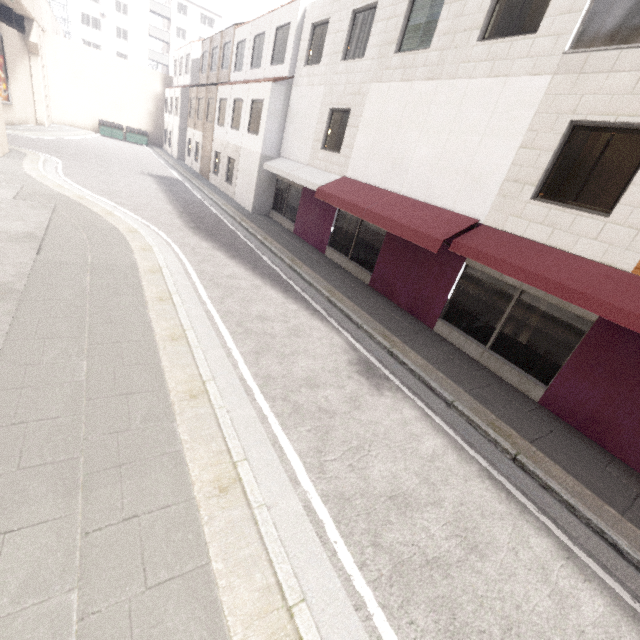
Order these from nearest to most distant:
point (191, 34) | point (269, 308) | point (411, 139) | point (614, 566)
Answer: point (614, 566) → point (269, 308) → point (411, 139) → point (191, 34)

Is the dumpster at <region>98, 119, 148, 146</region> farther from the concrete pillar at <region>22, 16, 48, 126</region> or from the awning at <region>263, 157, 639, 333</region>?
the awning at <region>263, 157, 639, 333</region>

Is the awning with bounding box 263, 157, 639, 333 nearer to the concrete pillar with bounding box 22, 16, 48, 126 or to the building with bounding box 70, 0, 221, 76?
the concrete pillar with bounding box 22, 16, 48, 126

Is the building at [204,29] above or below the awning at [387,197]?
above

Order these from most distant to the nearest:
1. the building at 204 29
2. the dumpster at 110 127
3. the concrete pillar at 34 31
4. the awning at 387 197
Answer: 1. the building at 204 29
2. the dumpster at 110 127
3. the concrete pillar at 34 31
4. the awning at 387 197

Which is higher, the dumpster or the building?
the building

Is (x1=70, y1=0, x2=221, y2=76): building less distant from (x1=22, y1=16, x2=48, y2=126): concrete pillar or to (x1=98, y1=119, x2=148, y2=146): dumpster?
(x1=22, y1=16, x2=48, y2=126): concrete pillar
